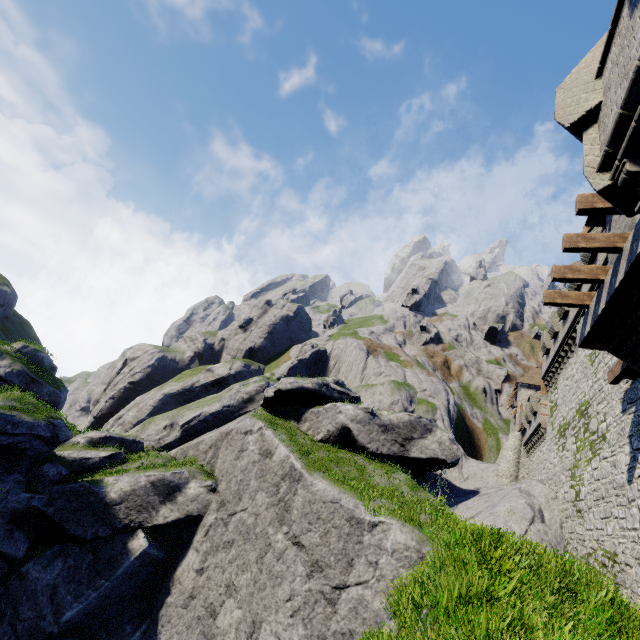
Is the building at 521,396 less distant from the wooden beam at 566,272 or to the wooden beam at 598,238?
the wooden beam at 566,272

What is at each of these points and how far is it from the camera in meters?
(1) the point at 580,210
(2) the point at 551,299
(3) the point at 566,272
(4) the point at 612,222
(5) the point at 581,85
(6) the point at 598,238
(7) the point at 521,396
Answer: (1) wooden beam, 8.6
(2) wooden beam, 12.1
(3) wooden beam, 10.9
(4) building, 12.9
(5) building tower, 6.6
(6) wooden beam, 9.5
(7) building, 38.6

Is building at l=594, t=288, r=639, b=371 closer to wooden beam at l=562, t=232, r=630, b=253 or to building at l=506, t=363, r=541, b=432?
wooden beam at l=562, t=232, r=630, b=253

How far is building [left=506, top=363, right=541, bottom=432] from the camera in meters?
38.2 m

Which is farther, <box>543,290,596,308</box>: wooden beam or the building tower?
<box>543,290,596,308</box>: wooden beam

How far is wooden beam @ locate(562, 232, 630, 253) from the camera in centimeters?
928cm

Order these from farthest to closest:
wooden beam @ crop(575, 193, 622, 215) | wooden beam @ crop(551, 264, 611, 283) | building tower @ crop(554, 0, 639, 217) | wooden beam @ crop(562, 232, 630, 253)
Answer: wooden beam @ crop(551, 264, 611, 283) < wooden beam @ crop(562, 232, 630, 253) < wooden beam @ crop(575, 193, 622, 215) < building tower @ crop(554, 0, 639, 217)

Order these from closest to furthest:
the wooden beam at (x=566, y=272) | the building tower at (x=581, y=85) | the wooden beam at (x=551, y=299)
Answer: the building tower at (x=581, y=85), the wooden beam at (x=566, y=272), the wooden beam at (x=551, y=299)
